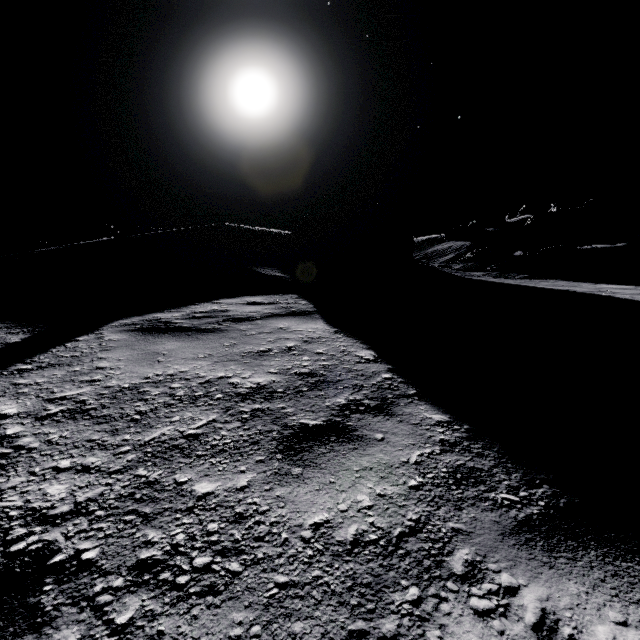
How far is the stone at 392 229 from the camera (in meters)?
13.05

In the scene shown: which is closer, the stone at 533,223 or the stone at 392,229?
the stone at 392,229

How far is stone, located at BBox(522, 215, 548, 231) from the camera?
55.05m

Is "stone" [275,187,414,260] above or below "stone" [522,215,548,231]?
below

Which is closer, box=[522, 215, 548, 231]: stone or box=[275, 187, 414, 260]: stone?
box=[275, 187, 414, 260]: stone

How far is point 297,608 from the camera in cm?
91

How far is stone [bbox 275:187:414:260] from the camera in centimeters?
1305cm
